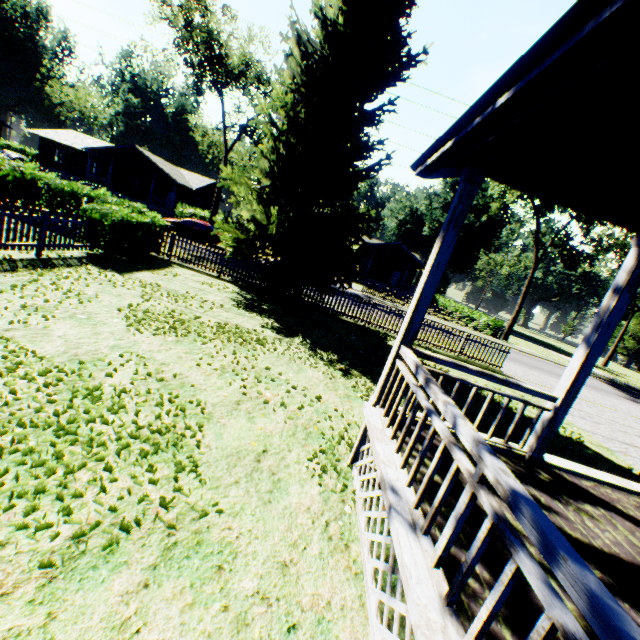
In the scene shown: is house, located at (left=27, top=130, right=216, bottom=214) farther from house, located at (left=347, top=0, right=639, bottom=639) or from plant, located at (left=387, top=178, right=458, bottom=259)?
house, located at (left=347, top=0, right=639, bottom=639)

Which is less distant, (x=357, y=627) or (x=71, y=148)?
(x=357, y=627)

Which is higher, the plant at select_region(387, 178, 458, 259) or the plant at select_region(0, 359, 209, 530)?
the plant at select_region(387, 178, 458, 259)

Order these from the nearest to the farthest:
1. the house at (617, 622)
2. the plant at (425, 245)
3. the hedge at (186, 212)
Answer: the house at (617, 622)
the hedge at (186, 212)
the plant at (425, 245)

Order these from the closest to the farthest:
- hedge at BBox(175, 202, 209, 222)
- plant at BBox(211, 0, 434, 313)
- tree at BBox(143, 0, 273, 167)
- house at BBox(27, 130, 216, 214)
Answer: plant at BBox(211, 0, 434, 313) → tree at BBox(143, 0, 273, 167) → hedge at BBox(175, 202, 209, 222) → house at BBox(27, 130, 216, 214)

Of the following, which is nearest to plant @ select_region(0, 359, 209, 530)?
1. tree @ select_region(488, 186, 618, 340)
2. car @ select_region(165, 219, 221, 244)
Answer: car @ select_region(165, 219, 221, 244)

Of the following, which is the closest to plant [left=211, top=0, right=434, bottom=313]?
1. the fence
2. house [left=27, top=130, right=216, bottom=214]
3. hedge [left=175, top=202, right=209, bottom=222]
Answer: the fence

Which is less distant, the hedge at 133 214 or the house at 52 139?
the hedge at 133 214
